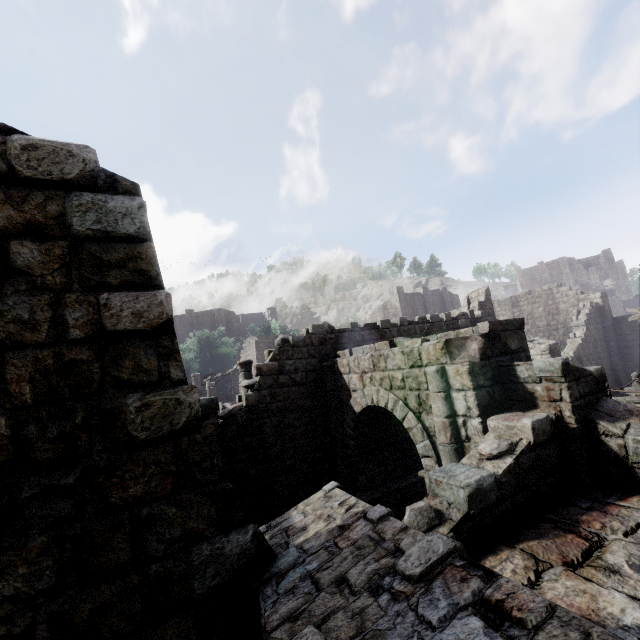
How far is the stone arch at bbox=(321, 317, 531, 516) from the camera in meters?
6.2

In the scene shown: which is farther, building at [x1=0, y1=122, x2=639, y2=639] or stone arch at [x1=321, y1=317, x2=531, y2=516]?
stone arch at [x1=321, y1=317, x2=531, y2=516]

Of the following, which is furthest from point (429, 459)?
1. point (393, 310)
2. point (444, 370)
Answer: point (393, 310)

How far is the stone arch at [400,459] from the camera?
6.18m

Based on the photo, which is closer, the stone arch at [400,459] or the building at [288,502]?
the building at [288,502]
